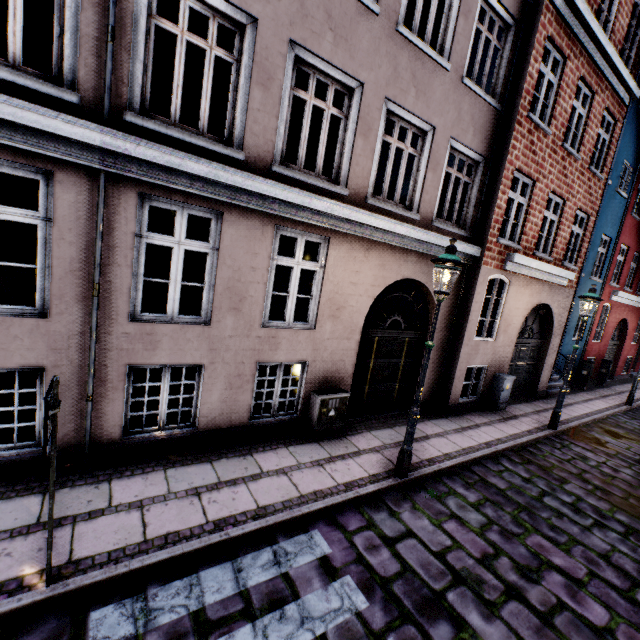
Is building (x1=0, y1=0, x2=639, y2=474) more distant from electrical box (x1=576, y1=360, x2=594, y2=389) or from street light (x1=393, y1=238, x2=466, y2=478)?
street light (x1=393, y1=238, x2=466, y2=478)

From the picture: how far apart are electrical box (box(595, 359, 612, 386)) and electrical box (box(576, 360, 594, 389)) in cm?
209

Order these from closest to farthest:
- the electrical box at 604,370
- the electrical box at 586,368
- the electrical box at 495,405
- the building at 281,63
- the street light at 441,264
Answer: the building at 281,63
the street light at 441,264
the electrical box at 495,405
the electrical box at 586,368
the electrical box at 604,370

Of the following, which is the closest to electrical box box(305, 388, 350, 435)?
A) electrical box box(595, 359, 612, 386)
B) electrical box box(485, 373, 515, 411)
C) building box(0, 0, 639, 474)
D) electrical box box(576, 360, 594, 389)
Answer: building box(0, 0, 639, 474)

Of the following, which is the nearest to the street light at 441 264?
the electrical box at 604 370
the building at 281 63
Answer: the building at 281 63

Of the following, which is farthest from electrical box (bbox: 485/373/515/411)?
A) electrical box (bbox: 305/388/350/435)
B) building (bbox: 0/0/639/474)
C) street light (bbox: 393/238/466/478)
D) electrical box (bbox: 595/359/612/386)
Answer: electrical box (bbox: 595/359/612/386)

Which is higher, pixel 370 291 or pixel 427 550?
pixel 370 291

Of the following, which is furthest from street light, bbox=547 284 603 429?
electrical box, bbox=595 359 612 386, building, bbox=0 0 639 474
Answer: electrical box, bbox=595 359 612 386
